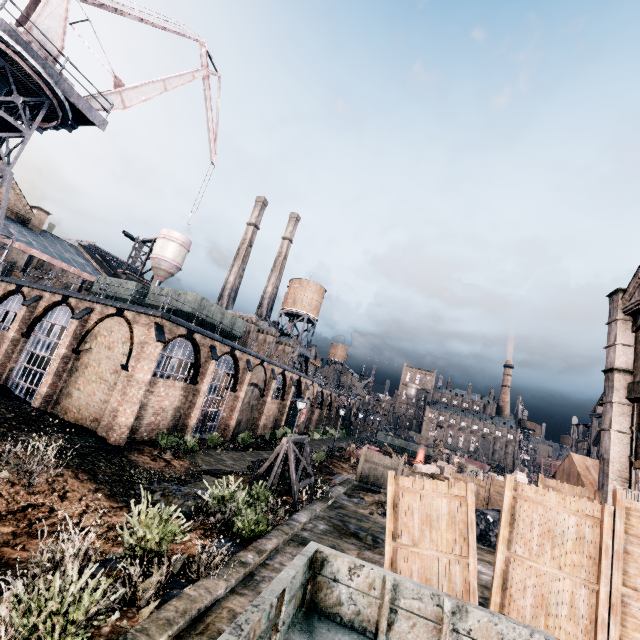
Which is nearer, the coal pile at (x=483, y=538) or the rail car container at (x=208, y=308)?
the coal pile at (x=483, y=538)

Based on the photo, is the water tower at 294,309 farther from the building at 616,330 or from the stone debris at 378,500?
the building at 616,330

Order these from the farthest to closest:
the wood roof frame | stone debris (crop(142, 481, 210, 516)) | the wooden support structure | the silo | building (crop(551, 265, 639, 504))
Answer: the silo → the wood roof frame → building (crop(551, 265, 639, 504)) → the wooden support structure → stone debris (crop(142, 481, 210, 516))

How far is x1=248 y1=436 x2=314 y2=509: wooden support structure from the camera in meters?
15.4

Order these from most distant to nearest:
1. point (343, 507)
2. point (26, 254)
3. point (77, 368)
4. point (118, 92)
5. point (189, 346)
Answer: point (26, 254) < point (118, 92) < point (189, 346) < point (77, 368) < point (343, 507)

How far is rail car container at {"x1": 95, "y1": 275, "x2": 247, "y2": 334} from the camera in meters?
25.9 m

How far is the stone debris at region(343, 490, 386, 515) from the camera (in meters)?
15.51

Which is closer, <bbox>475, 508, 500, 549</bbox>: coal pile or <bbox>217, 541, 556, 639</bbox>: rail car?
<bbox>217, 541, 556, 639</bbox>: rail car
